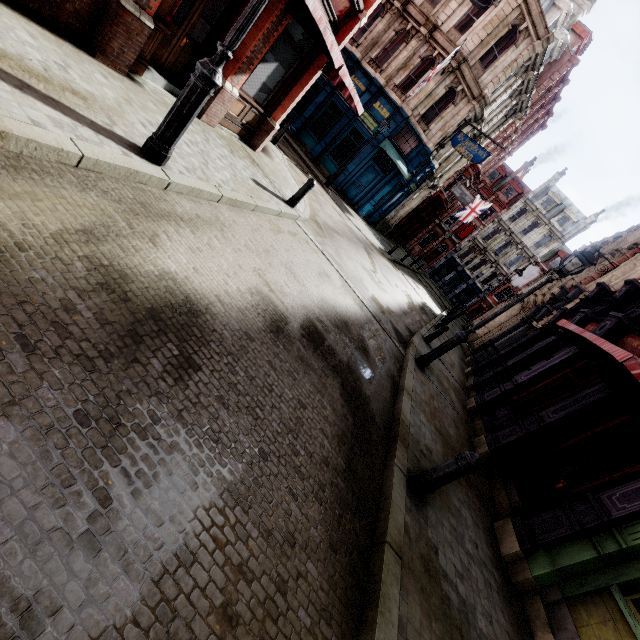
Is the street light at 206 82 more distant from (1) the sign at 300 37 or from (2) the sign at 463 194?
(2) the sign at 463 194

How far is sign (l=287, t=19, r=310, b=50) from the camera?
7.6 meters

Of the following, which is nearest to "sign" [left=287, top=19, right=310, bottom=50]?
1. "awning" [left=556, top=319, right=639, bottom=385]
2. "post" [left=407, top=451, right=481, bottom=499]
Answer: "awning" [left=556, top=319, right=639, bottom=385]

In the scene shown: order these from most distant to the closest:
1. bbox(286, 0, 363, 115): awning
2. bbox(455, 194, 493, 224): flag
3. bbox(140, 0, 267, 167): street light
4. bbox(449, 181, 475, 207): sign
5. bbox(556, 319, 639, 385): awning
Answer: bbox(455, 194, 493, 224): flag, bbox(449, 181, 475, 207): sign, bbox(286, 0, 363, 115): awning, bbox(556, 319, 639, 385): awning, bbox(140, 0, 267, 167): street light

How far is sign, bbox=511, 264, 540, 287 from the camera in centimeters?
2836cm

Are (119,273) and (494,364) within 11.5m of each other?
no

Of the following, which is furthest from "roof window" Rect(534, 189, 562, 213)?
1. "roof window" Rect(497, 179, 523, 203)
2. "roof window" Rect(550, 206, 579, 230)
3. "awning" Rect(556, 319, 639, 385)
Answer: "awning" Rect(556, 319, 639, 385)

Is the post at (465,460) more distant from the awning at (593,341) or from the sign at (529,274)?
the sign at (529,274)
